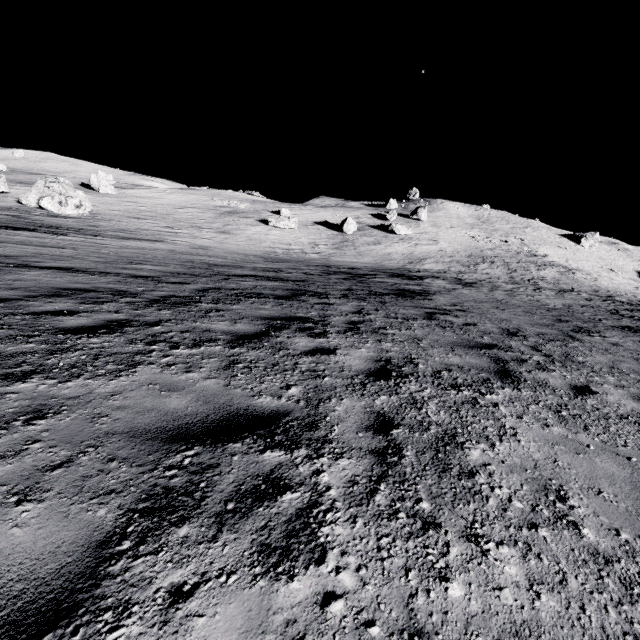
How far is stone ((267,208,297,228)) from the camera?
39.7m

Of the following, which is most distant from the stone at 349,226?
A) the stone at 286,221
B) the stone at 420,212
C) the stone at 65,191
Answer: the stone at 65,191

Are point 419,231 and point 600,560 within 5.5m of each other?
no

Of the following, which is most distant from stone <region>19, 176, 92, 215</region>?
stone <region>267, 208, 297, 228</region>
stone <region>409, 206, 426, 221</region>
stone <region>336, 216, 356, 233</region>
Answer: stone <region>409, 206, 426, 221</region>

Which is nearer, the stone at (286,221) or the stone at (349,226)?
the stone at (286,221)

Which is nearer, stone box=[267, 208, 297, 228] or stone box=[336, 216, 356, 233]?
stone box=[267, 208, 297, 228]

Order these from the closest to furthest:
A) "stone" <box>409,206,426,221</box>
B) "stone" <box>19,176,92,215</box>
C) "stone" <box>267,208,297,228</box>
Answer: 1. "stone" <box>19,176,92,215</box>
2. "stone" <box>267,208,297,228</box>
3. "stone" <box>409,206,426,221</box>
